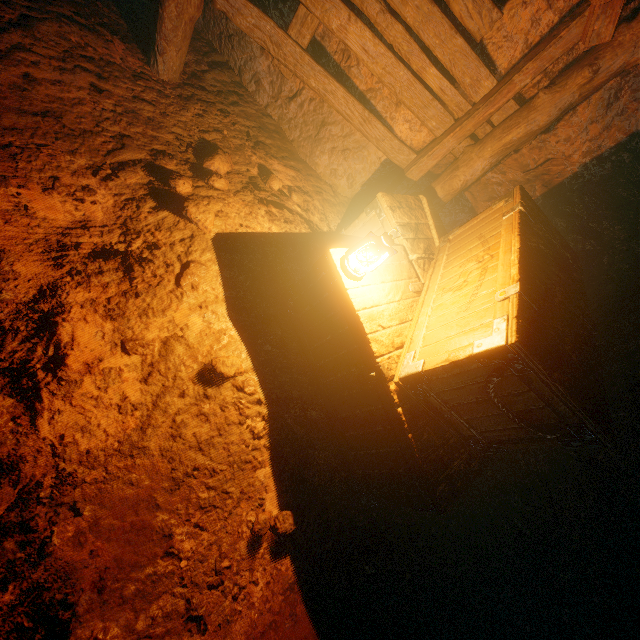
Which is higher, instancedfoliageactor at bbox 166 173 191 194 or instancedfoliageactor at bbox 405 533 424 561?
instancedfoliageactor at bbox 166 173 191 194

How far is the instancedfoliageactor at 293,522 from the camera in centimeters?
236cm

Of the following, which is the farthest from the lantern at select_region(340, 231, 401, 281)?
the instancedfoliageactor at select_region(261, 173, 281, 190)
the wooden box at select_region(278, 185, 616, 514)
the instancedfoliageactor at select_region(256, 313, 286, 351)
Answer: the instancedfoliageactor at select_region(261, 173, 281, 190)

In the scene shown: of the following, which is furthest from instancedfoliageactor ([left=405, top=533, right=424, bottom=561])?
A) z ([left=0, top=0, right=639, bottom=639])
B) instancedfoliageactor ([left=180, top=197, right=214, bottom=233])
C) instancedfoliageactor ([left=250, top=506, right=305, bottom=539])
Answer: instancedfoliageactor ([left=180, top=197, right=214, bottom=233])

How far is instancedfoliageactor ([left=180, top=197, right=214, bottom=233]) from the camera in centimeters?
279cm

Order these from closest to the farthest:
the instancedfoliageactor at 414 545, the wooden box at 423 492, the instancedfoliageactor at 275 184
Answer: the wooden box at 423 492, the instancedfoliageactor at 414 545, the instancedfoliageactor at 275 184

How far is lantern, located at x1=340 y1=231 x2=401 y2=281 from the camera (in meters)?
2.24

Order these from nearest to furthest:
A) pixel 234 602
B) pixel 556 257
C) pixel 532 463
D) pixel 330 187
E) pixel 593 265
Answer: pixel 234 602 < pixel 556 257 < pixel 532 463 < pixel 593 265 < pixel 330 187
